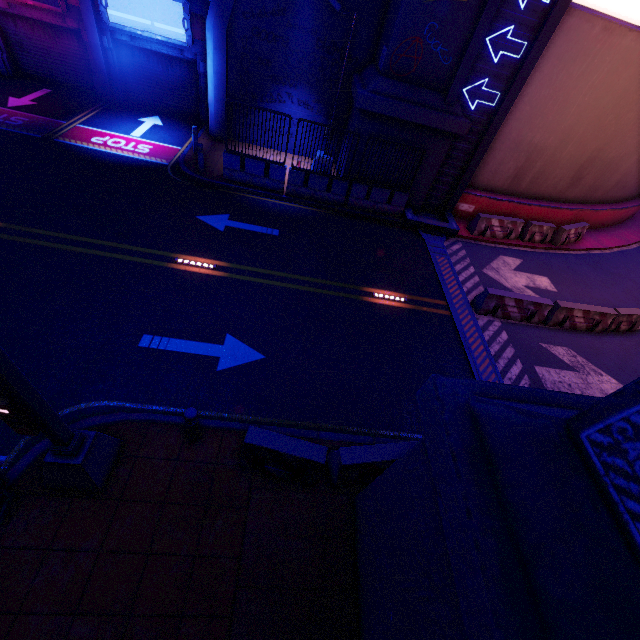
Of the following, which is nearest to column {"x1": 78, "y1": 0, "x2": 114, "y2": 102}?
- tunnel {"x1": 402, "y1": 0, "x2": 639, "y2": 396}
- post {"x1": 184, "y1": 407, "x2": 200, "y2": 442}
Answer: tunnel {"x1": 402, "y1": 0, "x2": 639, "y2": 396}

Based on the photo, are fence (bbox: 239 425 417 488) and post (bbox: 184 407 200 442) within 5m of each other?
yes

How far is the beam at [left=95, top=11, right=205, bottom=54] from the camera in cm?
1422

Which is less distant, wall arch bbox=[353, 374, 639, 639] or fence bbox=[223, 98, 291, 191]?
wall arch bbox=[353, 374, 639, 639]

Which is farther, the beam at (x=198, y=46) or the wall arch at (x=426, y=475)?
the beam at (x=198, y=46)

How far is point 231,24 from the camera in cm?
1283

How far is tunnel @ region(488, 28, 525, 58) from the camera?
10.71m

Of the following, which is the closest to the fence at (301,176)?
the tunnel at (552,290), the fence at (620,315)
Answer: the tunnel at (552,290)
